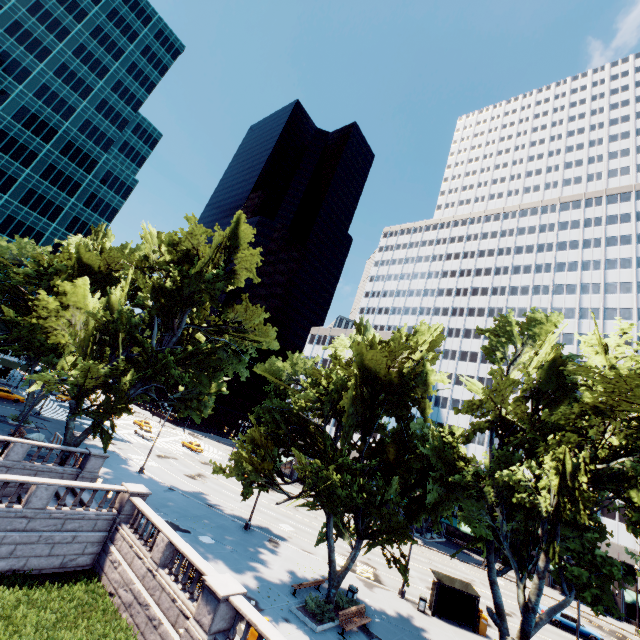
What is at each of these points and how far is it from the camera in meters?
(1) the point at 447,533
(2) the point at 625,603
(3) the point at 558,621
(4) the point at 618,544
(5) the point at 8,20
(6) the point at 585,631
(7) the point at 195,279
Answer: (1) building, 58.2
(2) building, 43.3
(3) vehicle, 31.2
(4) building, 45.7
(5) building, 59.9
(6) vehicle, 30.5
(7) tree, 29.0

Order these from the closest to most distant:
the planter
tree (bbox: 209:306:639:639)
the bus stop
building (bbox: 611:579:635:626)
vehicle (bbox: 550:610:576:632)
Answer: tree (bbox: 209:306:639:639)
the planter
the bus stop
vehicle (bbox: 550:610:576:632)
building (bbox: 611:579:635:626)

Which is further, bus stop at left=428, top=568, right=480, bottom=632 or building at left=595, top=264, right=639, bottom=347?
building at left=595, top=264, right=639, bottom=347

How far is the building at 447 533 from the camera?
55.58m

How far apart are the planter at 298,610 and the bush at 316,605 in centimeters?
15cm

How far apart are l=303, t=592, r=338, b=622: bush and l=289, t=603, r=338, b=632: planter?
0.2m

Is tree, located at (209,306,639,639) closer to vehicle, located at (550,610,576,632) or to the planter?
the planter

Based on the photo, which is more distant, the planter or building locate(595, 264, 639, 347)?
building locate(595, 264, 639, 347)
